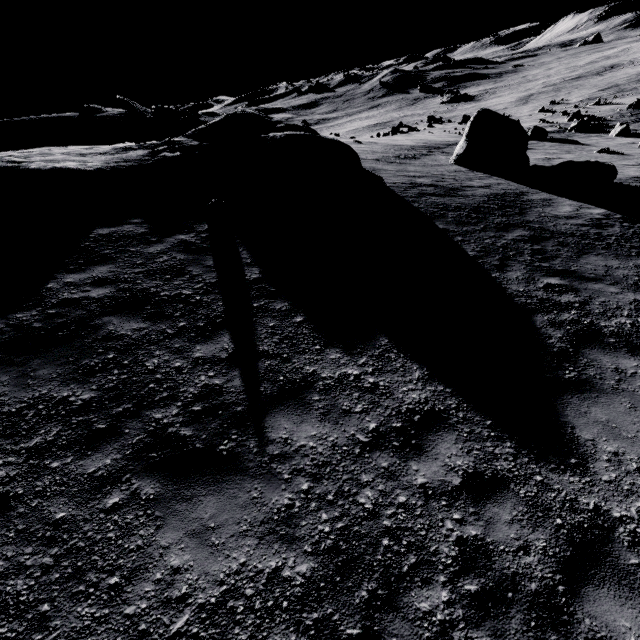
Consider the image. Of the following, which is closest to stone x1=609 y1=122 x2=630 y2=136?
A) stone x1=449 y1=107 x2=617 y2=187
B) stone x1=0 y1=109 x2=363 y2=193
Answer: stone x1=449 y1=107 x2=617 y2=187

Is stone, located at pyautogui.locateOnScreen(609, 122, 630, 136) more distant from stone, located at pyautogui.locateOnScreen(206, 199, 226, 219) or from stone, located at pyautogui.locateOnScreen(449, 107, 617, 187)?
stone, located at pyautogui.locateOnScreen(206, 199, 226, 219)

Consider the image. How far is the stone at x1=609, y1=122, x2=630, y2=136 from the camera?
28.7m

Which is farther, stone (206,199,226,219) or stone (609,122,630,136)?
stone (609,122,630,136)

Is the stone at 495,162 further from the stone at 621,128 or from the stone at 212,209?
the stone at 621,128

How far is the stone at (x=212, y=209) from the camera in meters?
9.8 m

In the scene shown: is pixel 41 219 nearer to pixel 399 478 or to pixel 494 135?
pixel 399 478
